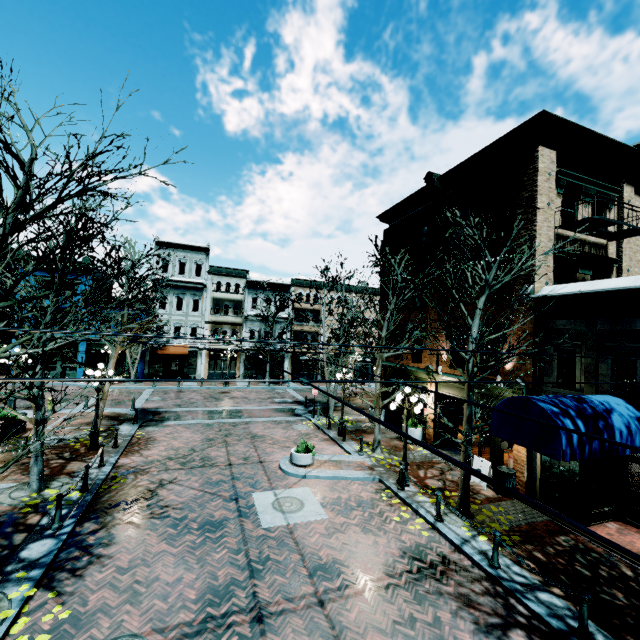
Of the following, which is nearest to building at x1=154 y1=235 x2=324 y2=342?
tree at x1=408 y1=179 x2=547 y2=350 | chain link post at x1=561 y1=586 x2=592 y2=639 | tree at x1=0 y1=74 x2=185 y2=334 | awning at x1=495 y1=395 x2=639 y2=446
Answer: tree at x1=408 y1=179 x2=547 y2=350

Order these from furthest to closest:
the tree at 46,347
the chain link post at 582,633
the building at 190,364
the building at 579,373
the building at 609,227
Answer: the building at 190,364 → the building at 609,227 → the building at 579,373 → the chain link post at 582,633 → the tree at 46,347

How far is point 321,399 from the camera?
27.8 meters

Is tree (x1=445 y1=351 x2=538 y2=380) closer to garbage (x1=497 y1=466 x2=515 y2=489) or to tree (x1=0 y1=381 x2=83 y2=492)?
garbage (x1=497 y1=466 x2=515 y2=489)

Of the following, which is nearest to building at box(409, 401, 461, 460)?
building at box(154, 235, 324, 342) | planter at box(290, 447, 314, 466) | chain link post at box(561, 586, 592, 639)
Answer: chain link post at box(561, 586, 592, 639)

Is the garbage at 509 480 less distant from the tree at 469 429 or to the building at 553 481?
the building at 553 481

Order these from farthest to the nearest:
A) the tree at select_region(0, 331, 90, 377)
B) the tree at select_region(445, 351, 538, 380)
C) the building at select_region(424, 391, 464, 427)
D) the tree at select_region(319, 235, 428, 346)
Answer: the building at select_region(424, 391, 464, 427), the tree at select_region(319, 235, 428, 346), the tree at select_region(445, 351, 538, 380), the tree at select_region(0, 331, 90, 377)

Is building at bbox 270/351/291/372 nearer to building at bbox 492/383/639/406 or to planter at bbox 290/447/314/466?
building at bbox 492/383/639/406
